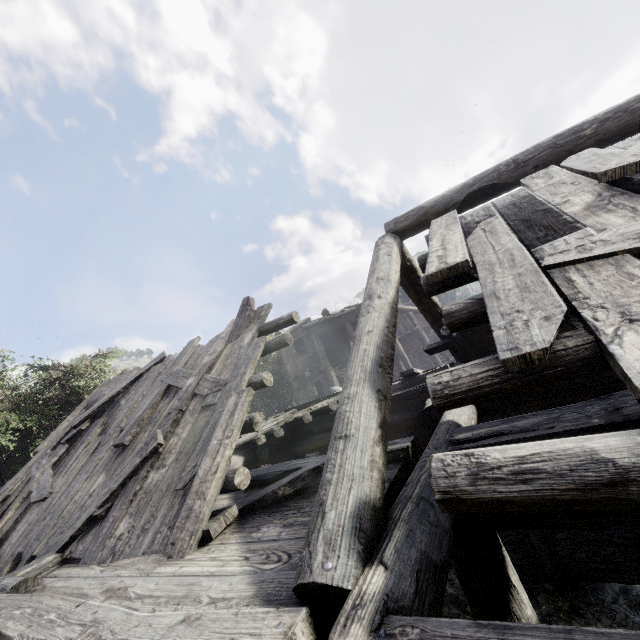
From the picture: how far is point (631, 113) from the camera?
3.9m

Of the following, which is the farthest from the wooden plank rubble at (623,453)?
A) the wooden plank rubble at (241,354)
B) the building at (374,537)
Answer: the wooden plank rubble at (241,354)

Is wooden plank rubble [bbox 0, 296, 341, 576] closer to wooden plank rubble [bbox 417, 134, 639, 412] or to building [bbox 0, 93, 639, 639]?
building [bbox 0, 93, 639, 639]

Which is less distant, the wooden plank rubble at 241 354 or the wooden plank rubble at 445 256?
the wooden plank rubble at 445 256

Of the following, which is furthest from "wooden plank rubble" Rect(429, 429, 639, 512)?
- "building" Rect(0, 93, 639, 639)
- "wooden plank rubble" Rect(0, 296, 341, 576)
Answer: "wooden plank rubble" Rect(0, 296, 341, 576)

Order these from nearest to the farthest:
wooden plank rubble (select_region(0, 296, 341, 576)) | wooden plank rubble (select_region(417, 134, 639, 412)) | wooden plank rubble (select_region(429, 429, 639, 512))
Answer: wooden plank rubble (select_region(429, 429, 639, 512)) → wooden plank rubble (select_region(417, 134, 639, 412)) → wooden plank rubble (select_region(0, 296, 341, 576))

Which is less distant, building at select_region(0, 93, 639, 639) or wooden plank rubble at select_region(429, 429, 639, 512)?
wooden plank rubble at select_region(429, 429, 639, 512)
